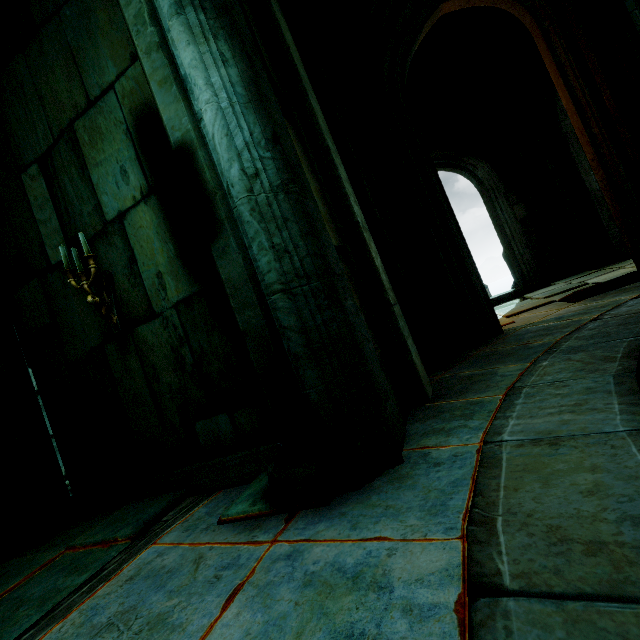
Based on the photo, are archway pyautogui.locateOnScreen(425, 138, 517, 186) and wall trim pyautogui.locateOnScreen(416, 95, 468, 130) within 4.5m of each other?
yes

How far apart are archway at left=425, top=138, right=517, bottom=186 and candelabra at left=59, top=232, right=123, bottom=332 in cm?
862

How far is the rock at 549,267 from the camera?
8.7 meters

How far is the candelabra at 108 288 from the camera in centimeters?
300cm

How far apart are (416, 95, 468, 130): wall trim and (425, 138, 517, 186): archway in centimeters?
29cm

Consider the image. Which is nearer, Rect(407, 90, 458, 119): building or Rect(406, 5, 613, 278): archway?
Rect(406, 5, 613, 278): archway

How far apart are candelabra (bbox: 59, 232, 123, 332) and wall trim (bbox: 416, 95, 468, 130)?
9.4 meters

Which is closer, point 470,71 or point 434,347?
point 434,347
